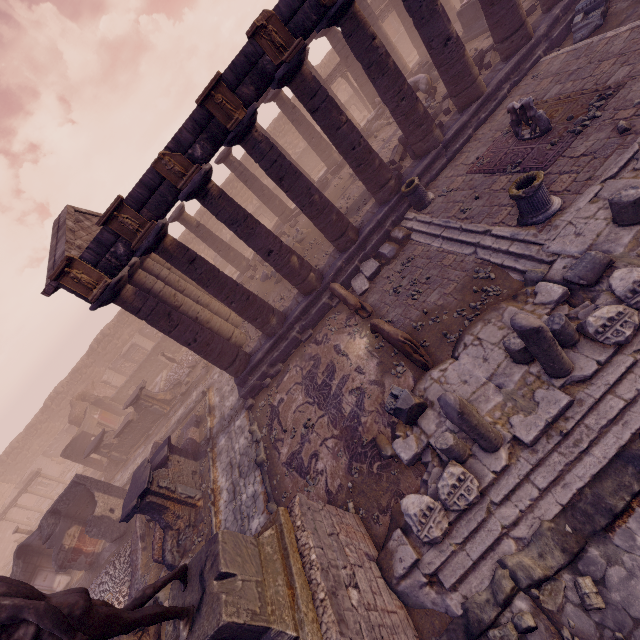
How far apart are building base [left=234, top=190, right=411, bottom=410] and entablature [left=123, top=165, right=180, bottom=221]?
5.3 meters

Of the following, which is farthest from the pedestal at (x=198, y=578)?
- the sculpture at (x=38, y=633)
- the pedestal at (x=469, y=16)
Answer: the pedestal at (x=469, y=16)

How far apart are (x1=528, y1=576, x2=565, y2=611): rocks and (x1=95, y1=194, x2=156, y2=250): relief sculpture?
11.5 meters

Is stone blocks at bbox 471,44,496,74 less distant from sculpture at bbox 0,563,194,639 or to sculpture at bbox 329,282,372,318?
sculpture at bbox 329,282,372,318

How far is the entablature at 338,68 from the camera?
22.30m

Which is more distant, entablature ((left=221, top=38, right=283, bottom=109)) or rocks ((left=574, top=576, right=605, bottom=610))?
entablature ((left=221, top=38, right=283, bottom=109))

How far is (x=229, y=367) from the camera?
12.4m

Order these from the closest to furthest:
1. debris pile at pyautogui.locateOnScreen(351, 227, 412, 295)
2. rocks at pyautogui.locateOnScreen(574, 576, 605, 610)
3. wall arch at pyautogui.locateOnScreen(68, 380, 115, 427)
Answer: rocks at pyautogui.locateOnScreen(574, 576, 605, 610) < debris pile at pyautogui.locateOnScreen(351, 227, 412, 295) < wall arch at pyautogui.locateOnScreen(68, 380, 115, 427)
